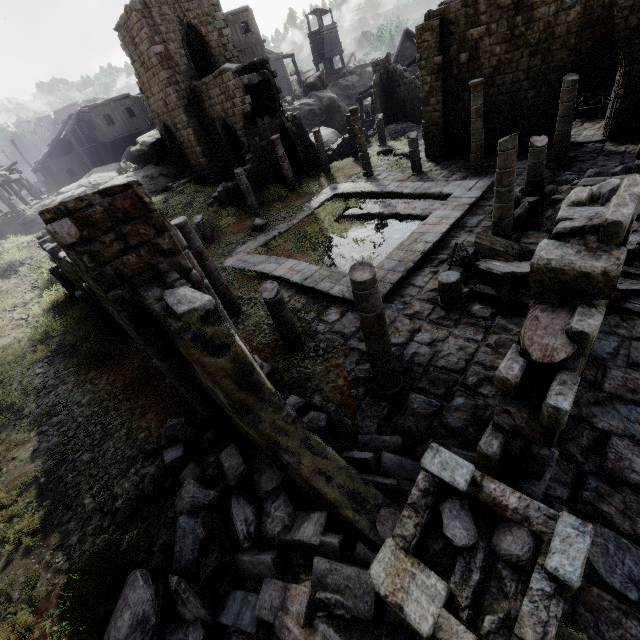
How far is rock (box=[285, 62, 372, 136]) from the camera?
32.81m

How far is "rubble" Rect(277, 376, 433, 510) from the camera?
5.4 meters

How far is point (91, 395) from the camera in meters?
10.1 m

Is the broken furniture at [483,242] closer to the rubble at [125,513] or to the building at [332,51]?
the building at [332,51]

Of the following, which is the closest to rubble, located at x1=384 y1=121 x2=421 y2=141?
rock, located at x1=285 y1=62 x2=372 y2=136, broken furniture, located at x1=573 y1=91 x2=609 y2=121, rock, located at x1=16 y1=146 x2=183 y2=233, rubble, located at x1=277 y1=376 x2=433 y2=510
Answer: rock, located at x1=285 y1=62 x2=372 y2=136

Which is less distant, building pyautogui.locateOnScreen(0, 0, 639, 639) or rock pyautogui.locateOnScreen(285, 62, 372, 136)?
building pyautogui.locateOnScreen(0, 0, 639, 639)

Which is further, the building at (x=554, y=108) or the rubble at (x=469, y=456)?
the rubble at (x=469, y=456)

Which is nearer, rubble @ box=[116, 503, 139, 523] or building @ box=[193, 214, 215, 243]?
rubble @ box=[116, 503, 139, 523]
